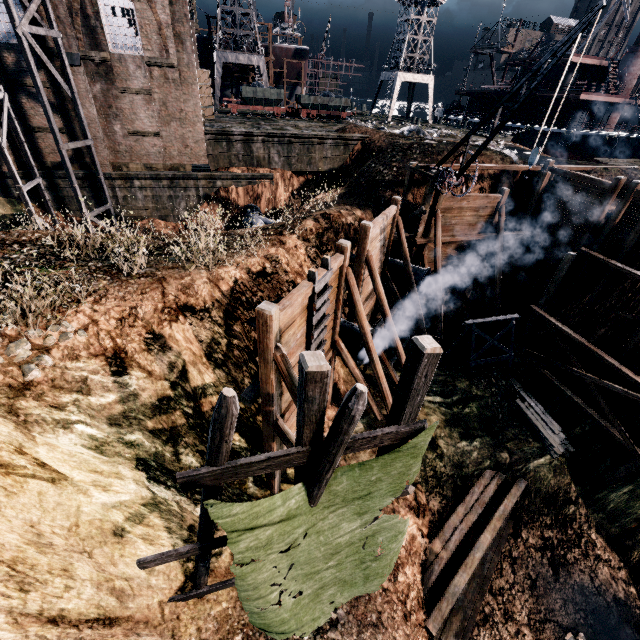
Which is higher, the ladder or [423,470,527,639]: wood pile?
the ladder

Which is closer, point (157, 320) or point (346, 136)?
point (157, 320)

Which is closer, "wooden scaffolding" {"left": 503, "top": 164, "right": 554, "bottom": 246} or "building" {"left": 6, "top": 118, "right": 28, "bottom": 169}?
"wooden scaffolding" {"left": 503, "top": 164, "right": 554, "bottom": 246}

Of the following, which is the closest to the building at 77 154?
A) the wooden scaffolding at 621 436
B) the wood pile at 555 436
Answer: the wooden scaffolding at 621 436

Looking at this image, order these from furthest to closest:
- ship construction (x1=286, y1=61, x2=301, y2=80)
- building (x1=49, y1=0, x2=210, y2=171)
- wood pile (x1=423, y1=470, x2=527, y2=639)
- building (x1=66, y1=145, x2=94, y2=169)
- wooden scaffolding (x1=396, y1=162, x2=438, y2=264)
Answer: ship construction (x1=286, y1=61, x2=301, y2=80) → building (x1=66, y1=145, x2=94, y2=169) → building (x1=49, y1=0, x2=210, y2=171) → wooden scaffolding (x1=396, y1=162, x2=438, y2=264) → wood pile (x1=423, y1=470, x2=527, y2=639)

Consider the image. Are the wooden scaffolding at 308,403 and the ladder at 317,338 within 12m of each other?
yes

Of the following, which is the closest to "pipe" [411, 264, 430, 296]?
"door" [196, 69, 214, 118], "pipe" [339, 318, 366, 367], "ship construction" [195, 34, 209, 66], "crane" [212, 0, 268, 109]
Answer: "pipe" [339, 318, 366, 367]

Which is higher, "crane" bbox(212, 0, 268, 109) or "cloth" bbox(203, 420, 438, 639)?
"crane" bbox(212, 0, 268, 109)
